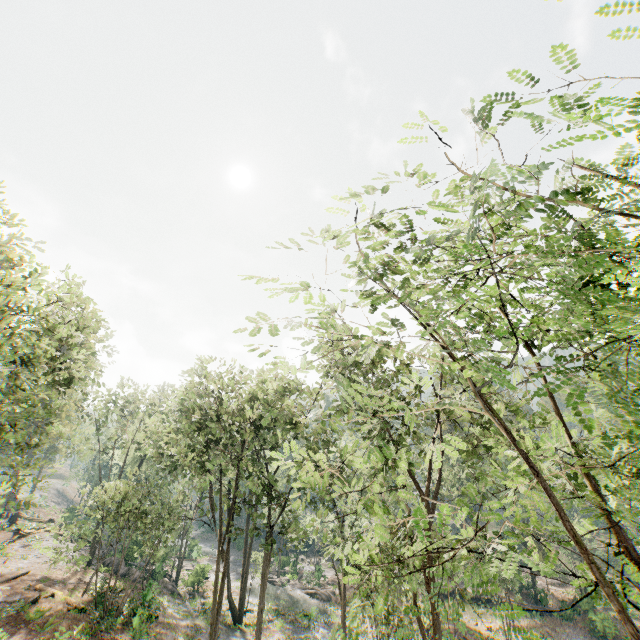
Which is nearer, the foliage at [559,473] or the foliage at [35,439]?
the foliage at [559,473]

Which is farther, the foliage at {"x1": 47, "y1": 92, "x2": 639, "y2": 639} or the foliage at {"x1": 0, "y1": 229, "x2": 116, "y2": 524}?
the foliage at {"x1": 0, "y1": 229, "x2": 116, "y2": 524}

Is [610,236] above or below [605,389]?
above
